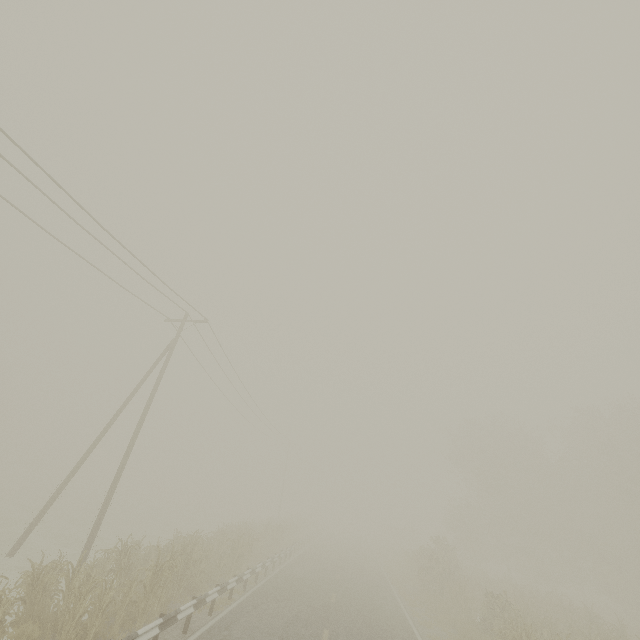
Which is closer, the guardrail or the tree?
the guardrail

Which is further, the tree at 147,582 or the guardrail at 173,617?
the tree at 147,582

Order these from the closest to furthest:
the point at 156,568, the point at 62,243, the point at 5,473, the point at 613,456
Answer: the point at 156,568, the point at 62,243, the point at 613,456, the point at 5,473
